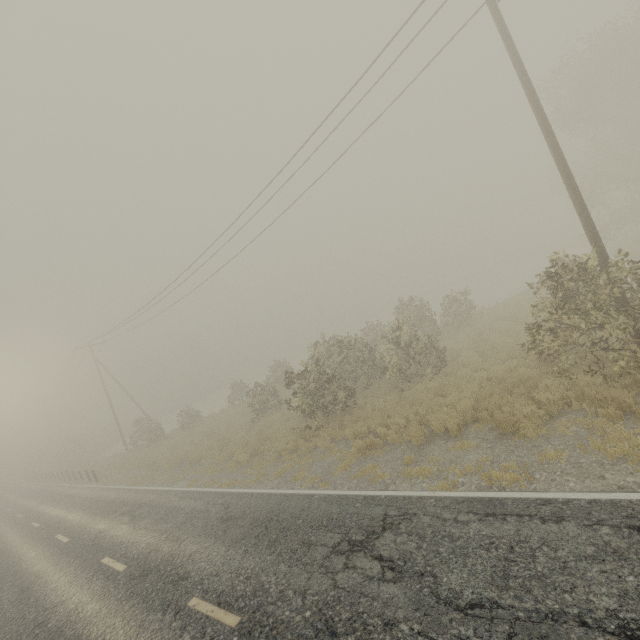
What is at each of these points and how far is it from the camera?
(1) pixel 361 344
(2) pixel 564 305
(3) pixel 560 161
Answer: (1) tree, 17.7m
(2) tree, 8.8m
(3) utility pole, 9.2m

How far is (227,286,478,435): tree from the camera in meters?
14.6 m

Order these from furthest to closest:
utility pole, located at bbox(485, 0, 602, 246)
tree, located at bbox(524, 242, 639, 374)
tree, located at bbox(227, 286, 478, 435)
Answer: tree, located at bbox(227, 286, 478, 435), utility pole, located at bbox(485, 0, 602, 246), tree, located at bbox(524, 242, 639, 374)

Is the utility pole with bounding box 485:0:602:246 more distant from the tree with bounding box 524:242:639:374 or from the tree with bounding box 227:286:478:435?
the tree with bounding box 227:286:478:435

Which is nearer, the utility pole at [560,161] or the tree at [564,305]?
the tree at [564,305]

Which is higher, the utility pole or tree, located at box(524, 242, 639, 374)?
the utility pole

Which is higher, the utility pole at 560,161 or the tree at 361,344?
the utility pole at 560,161
